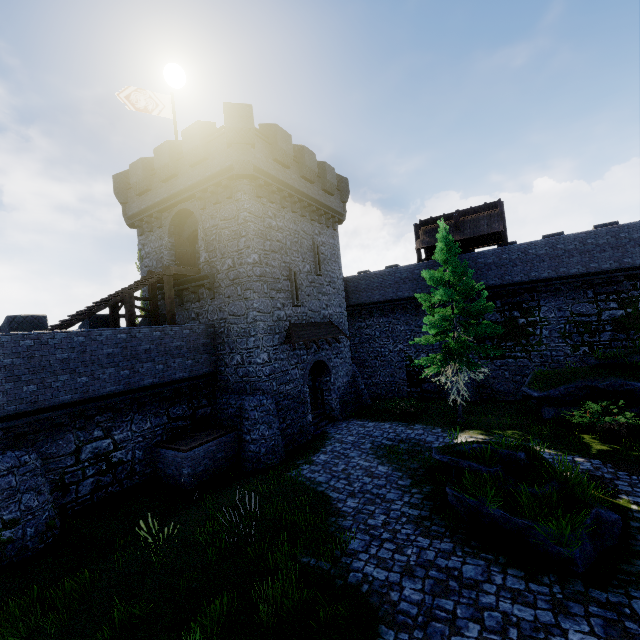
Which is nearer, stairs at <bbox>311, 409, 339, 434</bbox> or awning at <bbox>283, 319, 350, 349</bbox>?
awning at <bbox>283, 319, 350, 349</bbox>

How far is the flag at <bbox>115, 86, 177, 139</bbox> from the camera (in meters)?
18.02

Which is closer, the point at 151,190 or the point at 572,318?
the point at 151,190

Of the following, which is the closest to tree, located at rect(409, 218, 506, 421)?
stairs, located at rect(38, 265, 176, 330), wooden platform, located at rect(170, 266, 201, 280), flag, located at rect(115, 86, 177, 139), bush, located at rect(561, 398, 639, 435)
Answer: bush, located at rect(561, 398, 639, 435)

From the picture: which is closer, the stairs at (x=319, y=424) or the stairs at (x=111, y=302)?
the stairs at (x=111, y=302)

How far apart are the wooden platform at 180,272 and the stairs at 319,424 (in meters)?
10.11

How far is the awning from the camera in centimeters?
1719cm

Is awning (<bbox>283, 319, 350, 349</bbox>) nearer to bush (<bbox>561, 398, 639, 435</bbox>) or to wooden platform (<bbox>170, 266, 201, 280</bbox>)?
wooden platform (<bbox>170, 266, 201, 280</bbox>)
